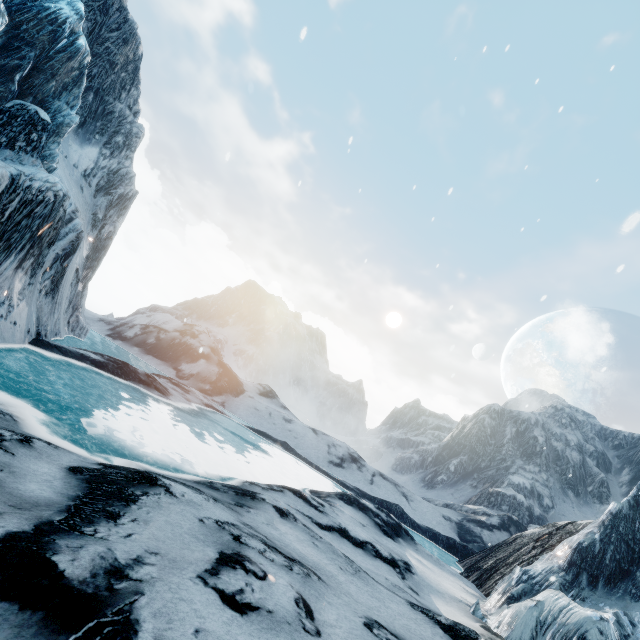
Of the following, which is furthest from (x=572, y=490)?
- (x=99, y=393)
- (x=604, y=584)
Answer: (x=99, y=393)
